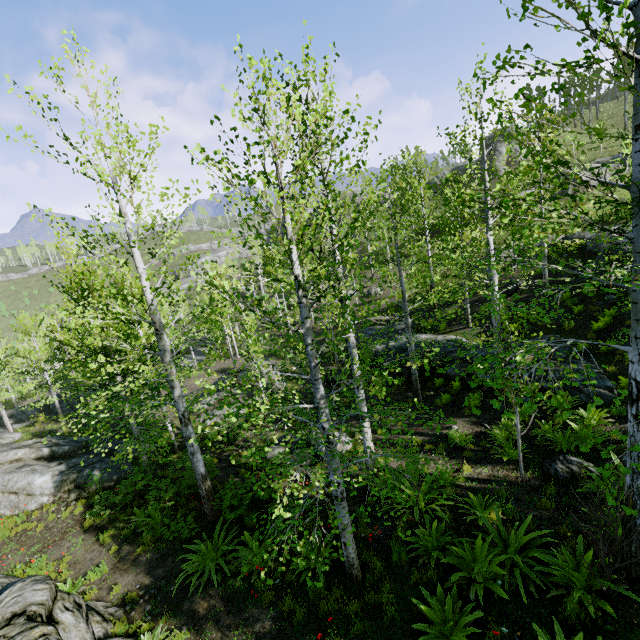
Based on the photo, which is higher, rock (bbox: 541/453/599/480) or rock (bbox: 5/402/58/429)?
rock (bbox: 541/453/599/480)

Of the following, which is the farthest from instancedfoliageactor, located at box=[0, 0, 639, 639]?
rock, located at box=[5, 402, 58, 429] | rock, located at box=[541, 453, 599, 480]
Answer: rock, located at box=[541, 453, 599, 480]

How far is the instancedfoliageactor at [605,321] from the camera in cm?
1334

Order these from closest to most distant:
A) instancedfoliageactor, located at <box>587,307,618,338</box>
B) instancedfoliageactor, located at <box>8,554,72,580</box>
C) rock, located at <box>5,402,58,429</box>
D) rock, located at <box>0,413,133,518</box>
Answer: instancedfoliageactor, located at <box>8,554,72,580</box>, rock, located at <box>0,413,133,518</box>, instancedfoliageactor, located at <box>587,307,618,338</box>, rock, located at <box>5,402,58,429</box>

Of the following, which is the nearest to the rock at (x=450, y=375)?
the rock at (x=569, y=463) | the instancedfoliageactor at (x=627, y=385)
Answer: the rock at (x=569, y=463)

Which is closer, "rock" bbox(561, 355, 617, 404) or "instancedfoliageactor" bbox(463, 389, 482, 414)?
"instancedfoliageactor" bbox(463, 389, 482, 414)

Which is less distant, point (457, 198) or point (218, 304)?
point (457, 198)

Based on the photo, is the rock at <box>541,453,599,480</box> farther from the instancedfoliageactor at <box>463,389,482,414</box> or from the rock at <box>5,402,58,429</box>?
the instancedfoliageactor at <box>463,389,482,414</box>
